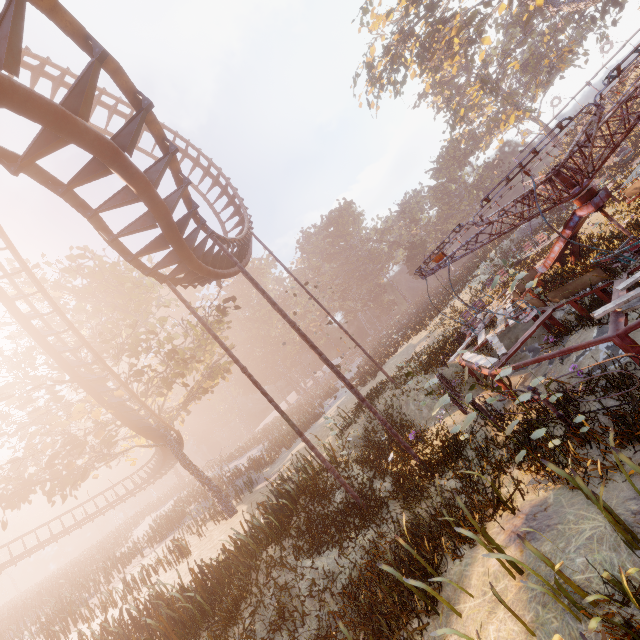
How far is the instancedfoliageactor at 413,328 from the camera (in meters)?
27.48

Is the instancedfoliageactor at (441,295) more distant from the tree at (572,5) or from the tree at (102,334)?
the tree at (572,5)

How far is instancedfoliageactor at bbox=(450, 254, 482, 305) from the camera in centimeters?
2186cm

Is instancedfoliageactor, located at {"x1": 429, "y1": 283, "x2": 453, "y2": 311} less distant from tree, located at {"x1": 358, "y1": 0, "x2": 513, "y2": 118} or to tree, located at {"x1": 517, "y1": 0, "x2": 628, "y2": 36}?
tree, located at {"x1": 517, "y1": 0, "x2": 628, "y2": 36}

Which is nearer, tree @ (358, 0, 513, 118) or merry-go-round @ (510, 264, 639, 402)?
merry-go-round @ (510, 264, 639, 402)

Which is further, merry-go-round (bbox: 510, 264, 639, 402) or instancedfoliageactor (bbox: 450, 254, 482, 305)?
instancedfoliageactor (bbox: 450, 254, 482, 305)

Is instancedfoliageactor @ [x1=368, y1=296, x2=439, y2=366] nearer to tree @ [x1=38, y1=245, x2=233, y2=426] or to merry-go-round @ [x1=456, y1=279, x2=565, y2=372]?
merry-go-round @ [x1=456, y1=279, x2=565, y2=372]

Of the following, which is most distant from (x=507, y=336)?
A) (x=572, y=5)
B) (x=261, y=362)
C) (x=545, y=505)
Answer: (x=261, y=362)
